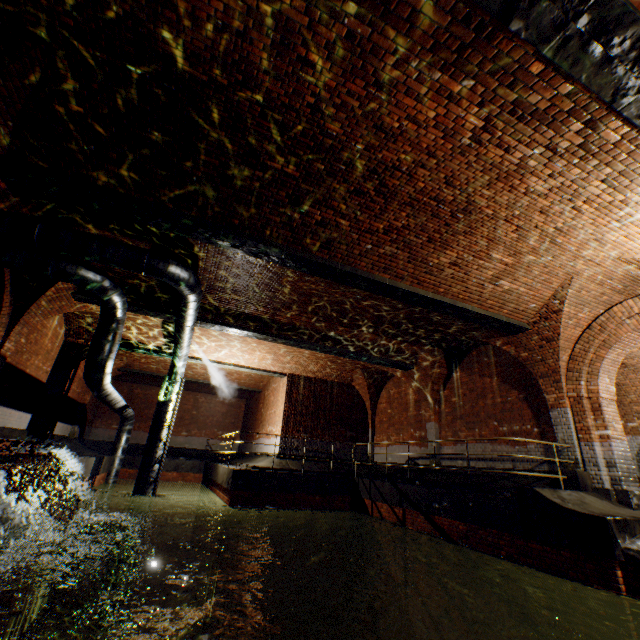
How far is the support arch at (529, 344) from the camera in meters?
8.0

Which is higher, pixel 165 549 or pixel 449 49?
pixel 449 49

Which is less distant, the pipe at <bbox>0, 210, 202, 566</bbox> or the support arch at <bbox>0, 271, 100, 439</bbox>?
the pipe at <bbox>0, 210, 202, 566</bbox>

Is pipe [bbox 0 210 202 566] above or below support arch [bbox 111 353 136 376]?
below

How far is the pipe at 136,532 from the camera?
11.6 meters

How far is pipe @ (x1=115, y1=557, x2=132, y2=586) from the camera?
11.0m

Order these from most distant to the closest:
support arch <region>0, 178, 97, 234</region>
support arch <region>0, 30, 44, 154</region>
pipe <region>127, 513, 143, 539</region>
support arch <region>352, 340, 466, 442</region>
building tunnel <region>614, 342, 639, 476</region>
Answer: support arch <region>352, 340, 466, 442</region>, pipe <region>127, 513, 143, 539</region>, building tunnel <region>614, 342, 639, 476</region>, support arch <region>0, 178, 97, 234</region>, support arch <region>0, 30, 44, 154</region>

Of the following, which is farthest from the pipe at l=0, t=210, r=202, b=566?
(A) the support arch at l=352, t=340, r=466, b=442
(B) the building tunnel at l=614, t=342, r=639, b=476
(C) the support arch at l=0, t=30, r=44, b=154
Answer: (B) the building tunnel at l=614, t=342, r=639, b=476
